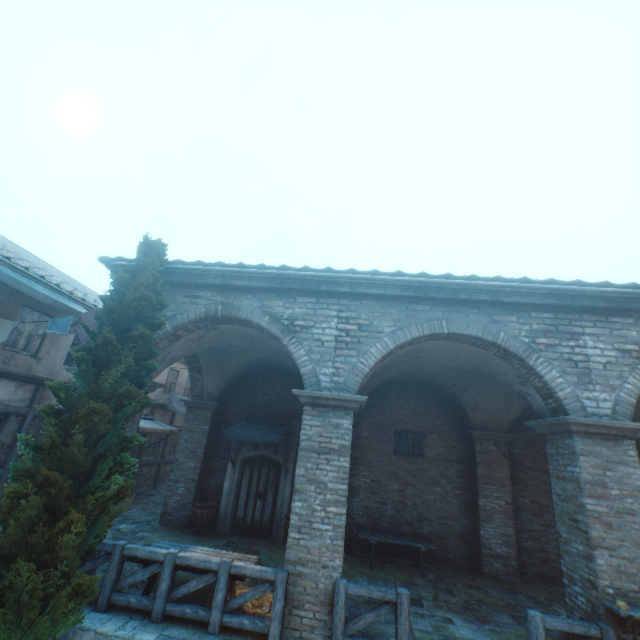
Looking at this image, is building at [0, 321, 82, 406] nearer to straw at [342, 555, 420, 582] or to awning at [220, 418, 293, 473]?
straw at [342, 555, 420, 582]

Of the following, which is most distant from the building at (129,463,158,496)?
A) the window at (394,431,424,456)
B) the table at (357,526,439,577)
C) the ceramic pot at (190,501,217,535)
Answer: the window at (394,431,424,456)

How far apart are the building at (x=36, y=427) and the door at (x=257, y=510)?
5.92m

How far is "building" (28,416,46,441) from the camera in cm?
962

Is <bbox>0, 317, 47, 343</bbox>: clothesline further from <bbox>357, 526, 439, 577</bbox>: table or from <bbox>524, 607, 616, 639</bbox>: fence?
<bbox>524, 607, 616, 639</bbox>: fence

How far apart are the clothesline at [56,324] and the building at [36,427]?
2.9m

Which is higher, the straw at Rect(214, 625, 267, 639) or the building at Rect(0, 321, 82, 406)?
the building at Rect(0, 321, 82, 406)

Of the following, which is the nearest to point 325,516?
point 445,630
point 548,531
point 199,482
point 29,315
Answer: point 445,630
